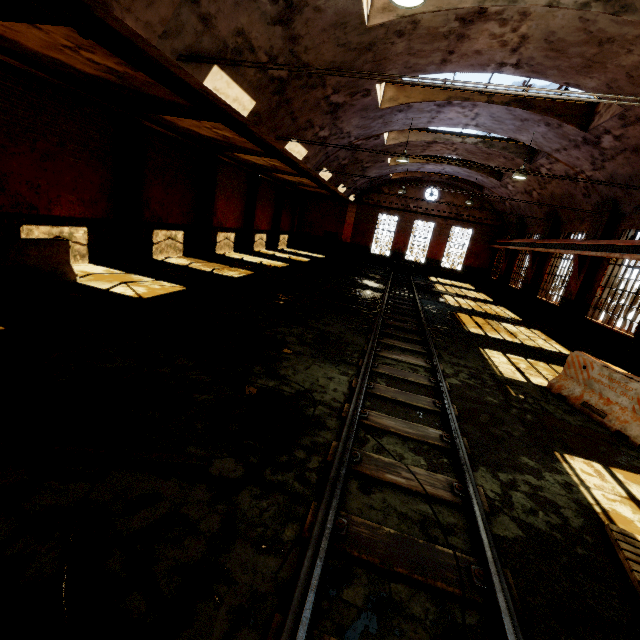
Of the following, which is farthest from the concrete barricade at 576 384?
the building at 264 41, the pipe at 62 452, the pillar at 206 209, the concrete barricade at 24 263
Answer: the pillar at 206 209

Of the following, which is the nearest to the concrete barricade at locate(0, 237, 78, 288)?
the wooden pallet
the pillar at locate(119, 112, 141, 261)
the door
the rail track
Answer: the pillar at locate(119, 112, 141, 261)

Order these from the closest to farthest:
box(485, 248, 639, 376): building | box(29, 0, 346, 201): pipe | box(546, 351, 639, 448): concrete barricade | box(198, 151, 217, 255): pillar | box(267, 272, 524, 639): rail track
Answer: box(267, 272, 524, 639): rail track → box(29, 0, 346, 201): pipe → box(546, 351, 639, 448): concrete barricade → box(485, 248, 639, 376): building → box(198, 151, 217, 255): pillar

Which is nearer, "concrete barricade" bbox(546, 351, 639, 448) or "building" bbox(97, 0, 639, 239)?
"concrete barricade" bbox(546, 351, 639, 448)

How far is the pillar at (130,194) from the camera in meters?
10.9

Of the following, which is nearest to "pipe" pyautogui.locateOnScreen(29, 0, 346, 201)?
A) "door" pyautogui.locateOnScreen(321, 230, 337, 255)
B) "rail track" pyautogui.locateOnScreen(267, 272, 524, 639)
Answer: "door" pyautogui.locateOnScreen(321, 230, 337, 255)

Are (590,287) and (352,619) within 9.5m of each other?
no

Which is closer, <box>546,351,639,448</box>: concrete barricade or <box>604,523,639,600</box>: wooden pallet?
<box>604,523,639,600</box>: wooden pallet
